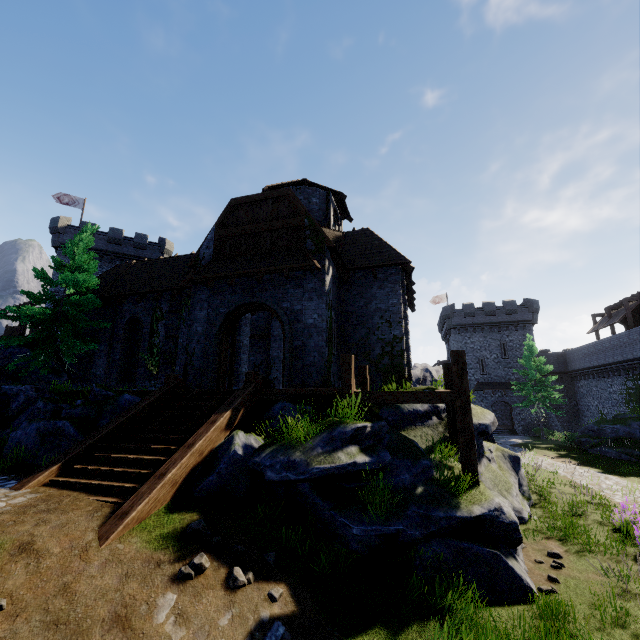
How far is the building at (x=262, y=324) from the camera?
16.6 meters

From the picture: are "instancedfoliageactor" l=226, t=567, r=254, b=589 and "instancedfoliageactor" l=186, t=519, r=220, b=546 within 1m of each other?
yes

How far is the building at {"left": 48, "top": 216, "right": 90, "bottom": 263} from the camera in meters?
33.5

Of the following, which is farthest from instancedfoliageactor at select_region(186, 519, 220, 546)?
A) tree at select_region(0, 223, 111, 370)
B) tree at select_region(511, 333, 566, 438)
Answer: tree at select_region(511, 333, 566, 438)

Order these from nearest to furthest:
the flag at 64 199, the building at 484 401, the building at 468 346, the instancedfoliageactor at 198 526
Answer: the instancedfoliageactor at 198 526, the flag at 64 199, the building at 484 401, the building at 468 346

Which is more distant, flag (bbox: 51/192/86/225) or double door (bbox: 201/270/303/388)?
flag (bbox: 51/192/86/225)

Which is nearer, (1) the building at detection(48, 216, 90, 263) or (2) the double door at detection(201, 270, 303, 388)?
(2) the double door at detection(201, 270, 303, 388)

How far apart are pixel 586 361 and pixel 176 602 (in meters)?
45.68
